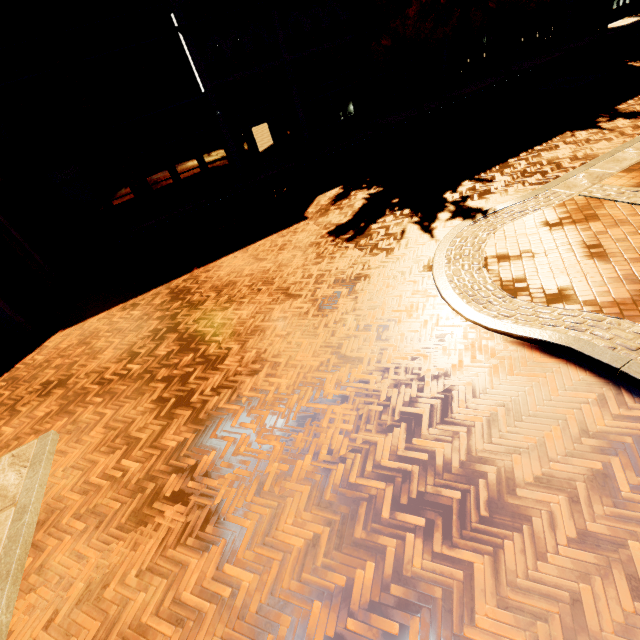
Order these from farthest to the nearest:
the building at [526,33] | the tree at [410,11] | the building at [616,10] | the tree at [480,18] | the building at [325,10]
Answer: the building at [616,10], the building at [526,33], the tree at [480,18], the tree at [410,11], the building at [325,10]

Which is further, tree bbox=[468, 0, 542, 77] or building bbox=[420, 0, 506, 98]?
building bbox=[420, 0, 506, 98]

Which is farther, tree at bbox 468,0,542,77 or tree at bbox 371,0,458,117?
tree at bbox 468,0,542,77

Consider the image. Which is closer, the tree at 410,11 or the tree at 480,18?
the tree at 410,11

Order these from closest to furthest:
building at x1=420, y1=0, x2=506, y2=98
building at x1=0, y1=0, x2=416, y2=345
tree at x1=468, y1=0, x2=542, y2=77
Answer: building at x1=0, y1=0, x2=416, y2=345, tree at x1=468, y1=0, x2=542, y2=77, building at x1=420, y1=0, x2=506, y2=98

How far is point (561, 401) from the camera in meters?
3.8 m

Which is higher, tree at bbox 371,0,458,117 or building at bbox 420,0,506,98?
tree at bbox 371,0,458,117

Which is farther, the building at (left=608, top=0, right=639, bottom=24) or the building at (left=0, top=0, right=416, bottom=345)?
the building at (left=608, top=0, right=639, bottom=24)
